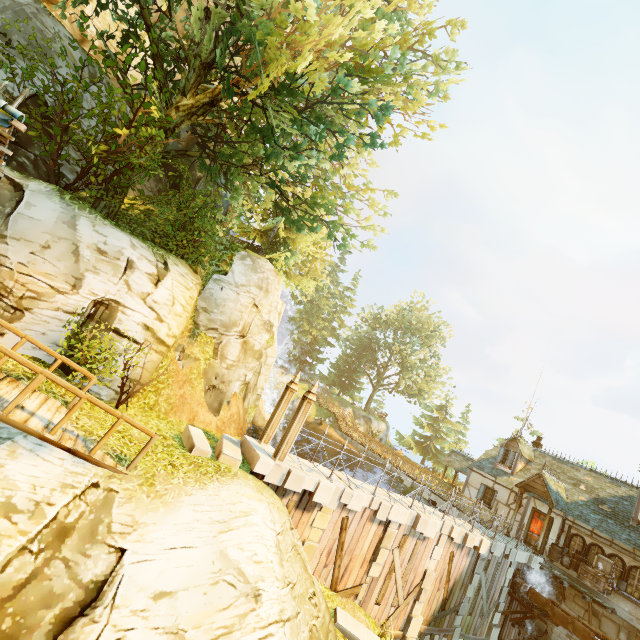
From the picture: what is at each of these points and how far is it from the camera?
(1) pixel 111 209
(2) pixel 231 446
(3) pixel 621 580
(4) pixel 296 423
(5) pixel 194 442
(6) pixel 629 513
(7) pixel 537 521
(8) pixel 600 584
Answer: (1) tree, 11.4m
(2) stone, 9.8m
(3) window, 16.0m
(4) pillar, 9.9m
(5) stone, 8.9m
(6) building, 18.1m
(7) door, 19.8m
(8) box, 15.9m

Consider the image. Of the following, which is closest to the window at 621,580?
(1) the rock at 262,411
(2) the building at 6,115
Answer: (1) the rock at 262,411

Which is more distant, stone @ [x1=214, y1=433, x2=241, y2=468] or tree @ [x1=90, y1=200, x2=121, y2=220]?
tree @ [x1=90, y1=200, x2=121, y2=220]

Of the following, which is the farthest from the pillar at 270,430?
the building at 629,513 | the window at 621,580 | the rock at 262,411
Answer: the window at 621,580

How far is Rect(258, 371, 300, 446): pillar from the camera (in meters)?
10.91

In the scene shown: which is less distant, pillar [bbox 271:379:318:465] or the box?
pillar [bbox 271:379:318:465]

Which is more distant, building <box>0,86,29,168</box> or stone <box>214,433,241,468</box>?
stone <box>214,433,241,468</box>

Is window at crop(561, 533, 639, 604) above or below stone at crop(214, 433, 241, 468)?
above
